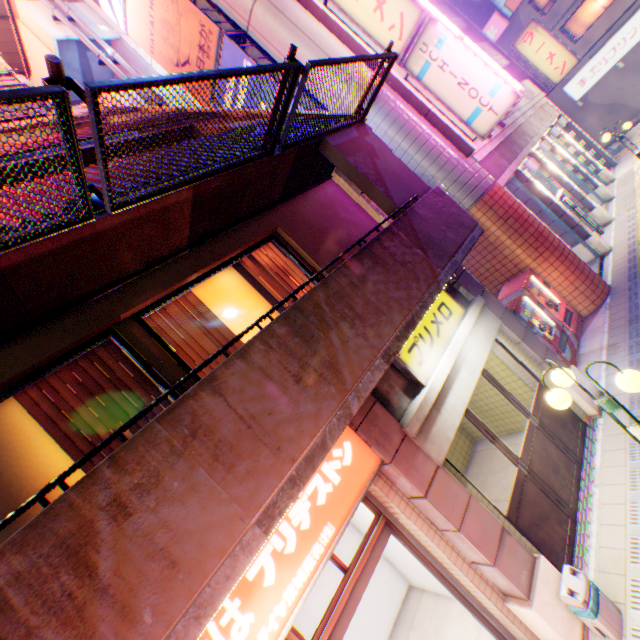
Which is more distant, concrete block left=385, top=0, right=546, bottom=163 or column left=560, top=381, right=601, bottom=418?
concrete block left=385, top=0, right=546, bottom=163

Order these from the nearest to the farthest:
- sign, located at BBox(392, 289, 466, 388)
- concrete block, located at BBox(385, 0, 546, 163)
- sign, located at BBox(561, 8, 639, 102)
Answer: sign, located at BBox(392, 289, 466, 388) < concrete block, located at BBox(385, 0, 546, 163) < sign, located at BBox(561, 8, 639, 102)

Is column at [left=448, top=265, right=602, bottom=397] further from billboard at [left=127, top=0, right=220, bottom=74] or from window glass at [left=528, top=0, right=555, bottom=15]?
window glass at [left=528, top=0, right=555, bottom=15]

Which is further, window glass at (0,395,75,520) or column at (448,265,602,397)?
column at (448,265,602,397)

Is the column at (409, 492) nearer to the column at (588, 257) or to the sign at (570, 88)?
the column at (588, 257)

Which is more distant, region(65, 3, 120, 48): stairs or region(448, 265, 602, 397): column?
region(65, 3, 120, 48): stairs

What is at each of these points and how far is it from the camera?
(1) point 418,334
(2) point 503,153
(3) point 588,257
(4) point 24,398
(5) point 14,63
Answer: (1) sign, 5.30m
(2) balcony, 11.20m
(3) column, 11.33m
(4) curtain, 3.47m
(5) ventilation tube, 16.70m

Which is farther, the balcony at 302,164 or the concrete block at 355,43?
the concrete block at 355,43
